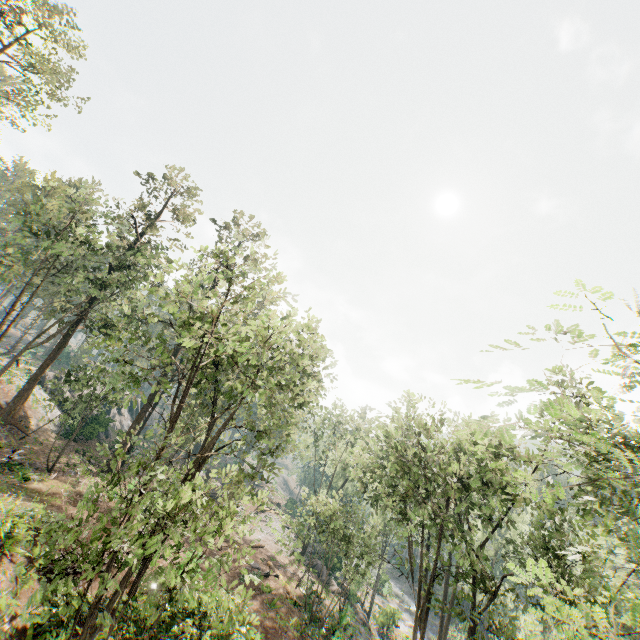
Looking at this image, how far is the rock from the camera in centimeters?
3616cm

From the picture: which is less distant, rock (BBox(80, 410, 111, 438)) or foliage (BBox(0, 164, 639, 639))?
foliage (BBox(0, 164, 639, 639))

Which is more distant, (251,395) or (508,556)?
(508,556)

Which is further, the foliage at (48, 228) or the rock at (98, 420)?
the rock at (98, 420)

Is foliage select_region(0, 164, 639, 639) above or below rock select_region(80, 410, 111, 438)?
above

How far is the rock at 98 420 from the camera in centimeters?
3616cm
